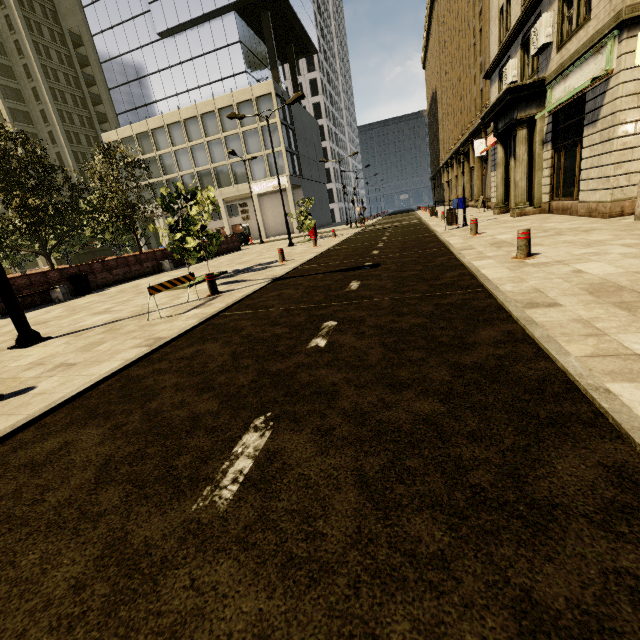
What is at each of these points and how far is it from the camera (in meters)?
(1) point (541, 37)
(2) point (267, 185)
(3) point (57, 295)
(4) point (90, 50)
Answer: (1) air conditioner, 11.63
(2) sign, 39.97
(3) bench, 12.47
(4) building, 56.72

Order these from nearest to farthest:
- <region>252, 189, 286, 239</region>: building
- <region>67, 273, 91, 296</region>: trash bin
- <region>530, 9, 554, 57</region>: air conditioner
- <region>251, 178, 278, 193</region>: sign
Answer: <region>530, 9, 554, 57</region>: air conditioner
<region>67, 273, 91, 296</region>: trash bin
<region>251, 178, 278, 193</region>: sign
<region>252, 189, 286, 239</region>: building

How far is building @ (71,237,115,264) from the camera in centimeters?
5078cm

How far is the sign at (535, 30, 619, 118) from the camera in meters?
8.4 m

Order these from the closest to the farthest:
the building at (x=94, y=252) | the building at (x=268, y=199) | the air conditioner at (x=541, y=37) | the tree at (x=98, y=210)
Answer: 1. the tree at (x=98, y=210)
2. the air conditioner at (x=541, y=37)
3. the building at (x=268, y=199)
4. the building at (x=94, y=252)

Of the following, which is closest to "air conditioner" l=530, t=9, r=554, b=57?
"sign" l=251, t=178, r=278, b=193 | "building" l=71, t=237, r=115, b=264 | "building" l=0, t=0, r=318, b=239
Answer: "building" l=0, t=0, r=318, b=239

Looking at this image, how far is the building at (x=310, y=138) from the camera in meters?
38.4

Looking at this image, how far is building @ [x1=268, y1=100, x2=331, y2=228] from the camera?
38.4 meters
